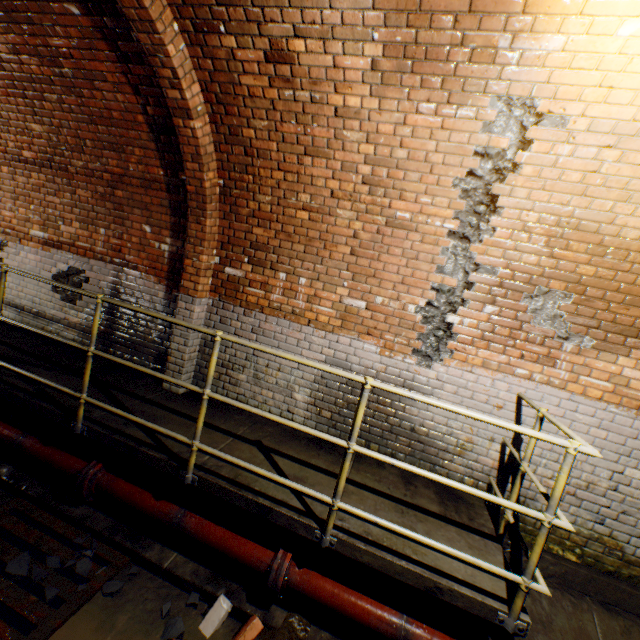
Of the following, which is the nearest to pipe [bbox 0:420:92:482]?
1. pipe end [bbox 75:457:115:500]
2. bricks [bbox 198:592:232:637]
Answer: pipe end [bbox 75:457:115:500]

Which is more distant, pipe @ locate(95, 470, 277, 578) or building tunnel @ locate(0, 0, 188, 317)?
building tunnel @ locate(0, 0, 188, 317)

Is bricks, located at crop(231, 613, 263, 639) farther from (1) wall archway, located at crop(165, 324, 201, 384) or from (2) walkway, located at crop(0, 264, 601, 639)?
(1) wall archway, located at crop(165, 324, 201, 384)

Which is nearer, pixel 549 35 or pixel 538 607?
pixel 549 35

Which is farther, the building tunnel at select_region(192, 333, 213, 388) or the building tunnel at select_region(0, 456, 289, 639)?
the building tunnel at select_region(192, 333, 213, 388)

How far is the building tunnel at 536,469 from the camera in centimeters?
324cm

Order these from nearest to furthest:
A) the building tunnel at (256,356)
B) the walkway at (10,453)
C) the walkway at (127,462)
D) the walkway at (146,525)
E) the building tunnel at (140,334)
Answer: the walkway at (127,462)
the walkway at (146,525)
the walkway at (10,453)
the building tunnel at (256,356)
the building tunnel at (140,334)

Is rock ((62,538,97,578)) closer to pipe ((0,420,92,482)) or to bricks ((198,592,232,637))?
pipe ((0,420,92,482))
